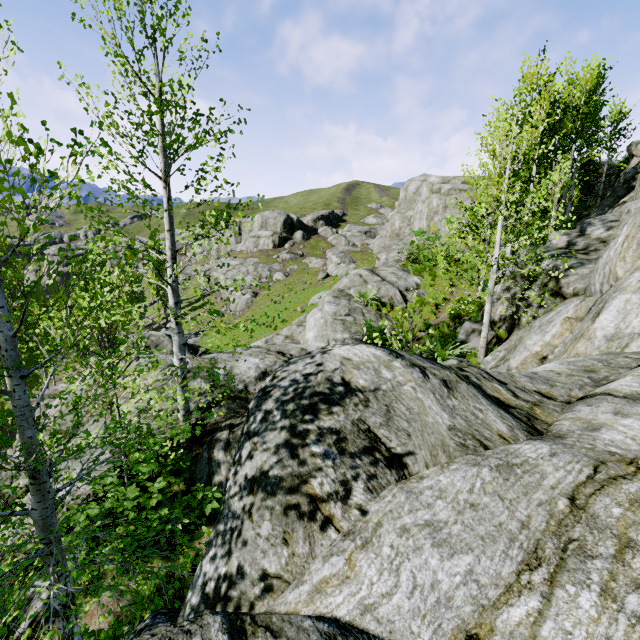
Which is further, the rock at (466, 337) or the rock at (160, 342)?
the rock at (160, 342)

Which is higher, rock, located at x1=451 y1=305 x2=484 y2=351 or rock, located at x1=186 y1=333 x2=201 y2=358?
rock, located at x1=451 y1=305 x2=484 y2=351

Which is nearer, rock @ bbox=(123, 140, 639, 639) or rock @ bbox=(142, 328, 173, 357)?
rock @ bbox=(123, 140, 639, 639)

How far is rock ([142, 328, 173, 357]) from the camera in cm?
1300

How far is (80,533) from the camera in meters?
3.8 m

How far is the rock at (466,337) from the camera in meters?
10.9 m

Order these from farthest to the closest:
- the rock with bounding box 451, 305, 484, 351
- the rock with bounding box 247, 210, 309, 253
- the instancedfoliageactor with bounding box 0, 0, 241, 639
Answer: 1. the rock with bounding box 247, 210, 309, 253
2. the rock with bounding box 451, 305, 484, 351
3. the instancedfoliageactor with bounding box 0, 0, 241, 639
